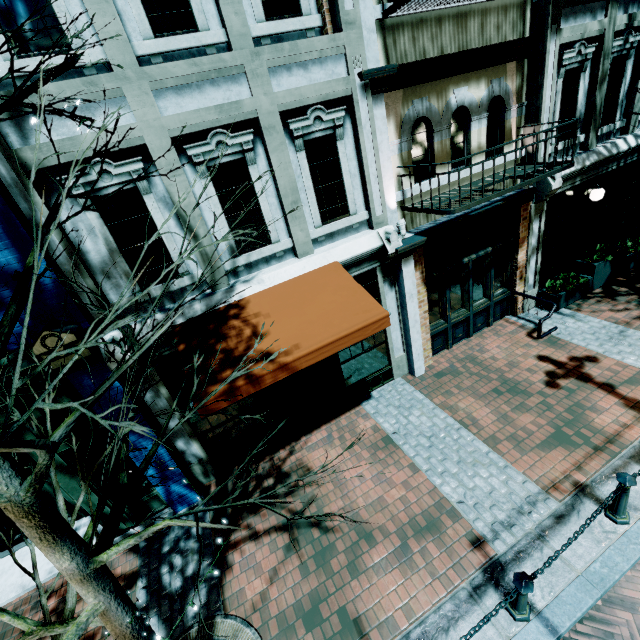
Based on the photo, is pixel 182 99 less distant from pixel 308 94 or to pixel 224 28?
pixel 224 28

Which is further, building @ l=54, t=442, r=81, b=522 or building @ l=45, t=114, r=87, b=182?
building @ l=54, t=442, r=81, b=522

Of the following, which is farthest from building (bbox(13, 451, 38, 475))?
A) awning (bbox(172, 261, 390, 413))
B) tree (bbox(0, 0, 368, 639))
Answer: tree (bbox(0, 0, 368, 639))

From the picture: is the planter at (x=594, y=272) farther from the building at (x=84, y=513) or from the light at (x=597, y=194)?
the light at (x=597, y=194)

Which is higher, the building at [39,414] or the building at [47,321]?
the building at [47,321]

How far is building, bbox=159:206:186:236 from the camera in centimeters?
471cm
